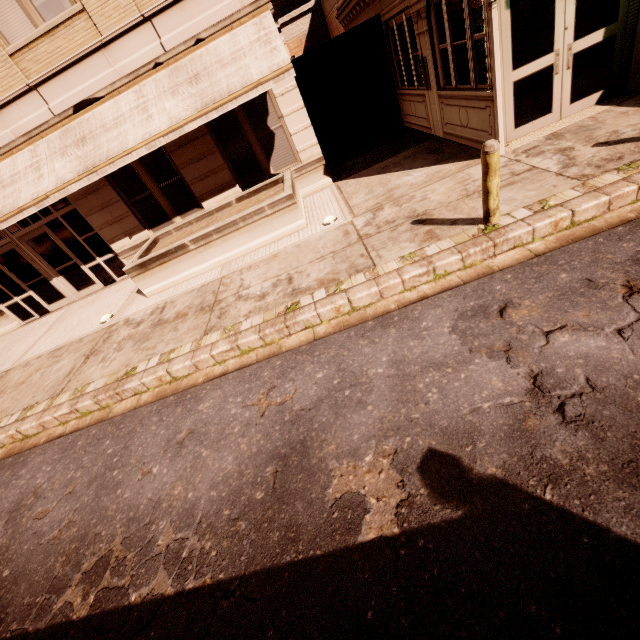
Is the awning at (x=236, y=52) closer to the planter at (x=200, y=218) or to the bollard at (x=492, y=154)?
the planter at (x=200, y=218)

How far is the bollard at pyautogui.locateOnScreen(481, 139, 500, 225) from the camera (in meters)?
4.56

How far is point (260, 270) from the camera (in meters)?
7.48

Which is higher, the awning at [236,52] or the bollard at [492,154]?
the awning at [236,52]

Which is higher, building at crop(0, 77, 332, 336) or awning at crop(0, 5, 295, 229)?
awning at crop(0, 5, 295, 229)

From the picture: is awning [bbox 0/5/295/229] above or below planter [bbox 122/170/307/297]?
above

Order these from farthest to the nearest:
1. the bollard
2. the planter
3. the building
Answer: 1. the building
2. the planter
3. the bollard

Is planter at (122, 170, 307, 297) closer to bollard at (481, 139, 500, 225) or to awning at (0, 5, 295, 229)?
awning at (0, 5, 295, 229)
